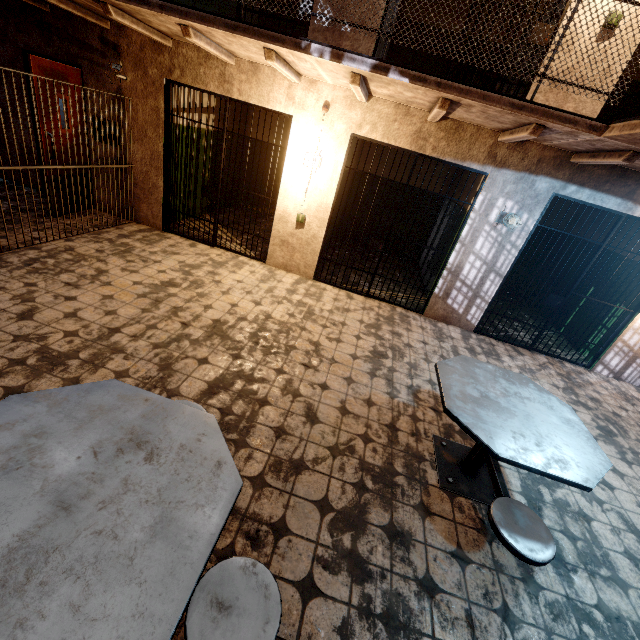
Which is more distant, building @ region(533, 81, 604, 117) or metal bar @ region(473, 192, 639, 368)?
metal bar @ region(473, 192, 639, 368)

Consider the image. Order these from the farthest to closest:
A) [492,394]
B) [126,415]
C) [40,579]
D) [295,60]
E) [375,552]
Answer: [295,60], [492,394], [375,552], [126,415], [40,579]

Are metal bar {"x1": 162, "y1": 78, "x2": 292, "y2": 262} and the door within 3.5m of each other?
yes

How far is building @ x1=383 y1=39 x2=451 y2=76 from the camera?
6.89m

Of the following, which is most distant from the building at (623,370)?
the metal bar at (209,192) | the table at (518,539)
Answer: the table at (518,539)

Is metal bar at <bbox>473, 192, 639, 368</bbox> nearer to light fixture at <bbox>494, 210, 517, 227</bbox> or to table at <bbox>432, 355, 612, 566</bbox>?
light fixture at <bbox>494, 210, 517, 227</bbox>

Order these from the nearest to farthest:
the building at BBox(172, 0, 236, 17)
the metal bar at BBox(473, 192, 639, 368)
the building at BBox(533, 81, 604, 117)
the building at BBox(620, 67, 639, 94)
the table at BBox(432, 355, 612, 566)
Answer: the table at BBox(432, 355, 612, 566)
the building at BBox(533, 81, 604, 117)
the metal bar at BBox(473, 192, 639, 368)
the building at BBox(172, 0, 236, 17)
the building at BBox(620, 67, 639, 94)

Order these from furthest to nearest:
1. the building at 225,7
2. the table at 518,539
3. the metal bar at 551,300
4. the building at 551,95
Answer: the building at 225,7 → the metal bar at 551,300 → the building at 551,95 → the table at 518,539
